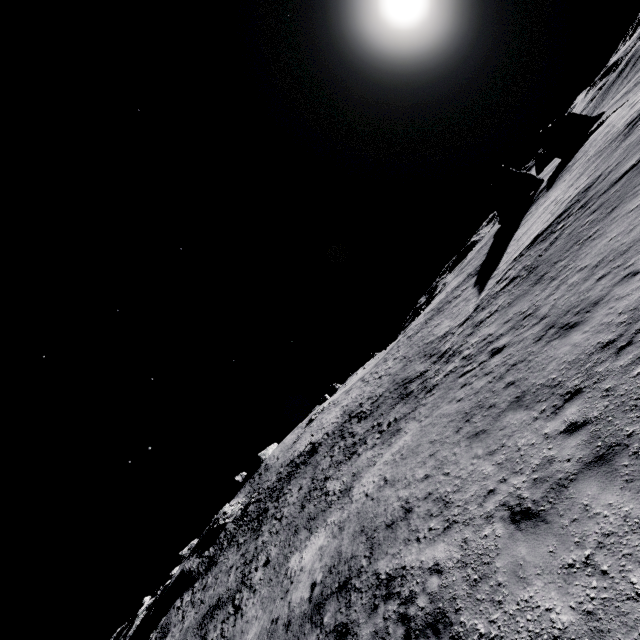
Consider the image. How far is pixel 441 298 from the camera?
47.1m

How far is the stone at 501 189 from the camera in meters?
45.2 m

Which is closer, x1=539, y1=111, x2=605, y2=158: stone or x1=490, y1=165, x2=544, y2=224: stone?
x1=490, y1=165, x2=544, y2=224: stone

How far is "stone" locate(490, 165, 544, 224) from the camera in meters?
45.2

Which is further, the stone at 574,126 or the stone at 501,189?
the stone at 574,126

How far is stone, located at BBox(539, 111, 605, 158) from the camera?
47.1m
